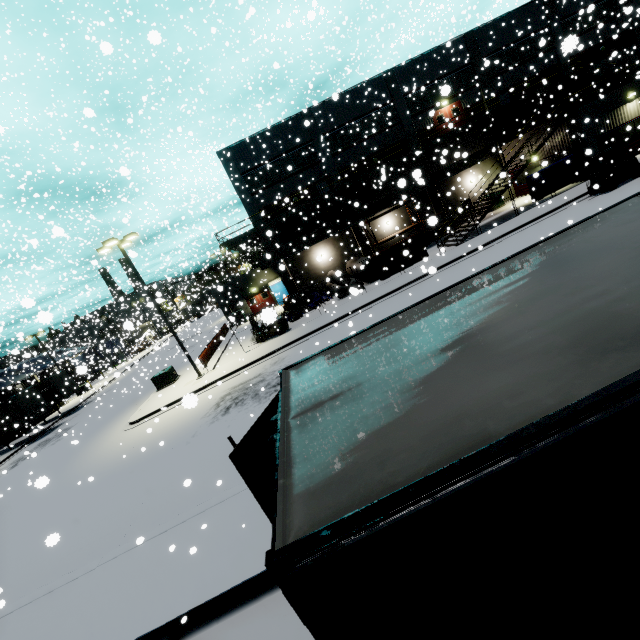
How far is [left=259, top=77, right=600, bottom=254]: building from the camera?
29.22m

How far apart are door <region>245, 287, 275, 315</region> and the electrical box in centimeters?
1419cm

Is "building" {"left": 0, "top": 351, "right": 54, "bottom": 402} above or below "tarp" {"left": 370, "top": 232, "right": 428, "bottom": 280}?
above

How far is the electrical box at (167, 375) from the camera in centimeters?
2372cm

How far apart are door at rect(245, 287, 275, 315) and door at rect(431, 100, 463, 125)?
11.55m

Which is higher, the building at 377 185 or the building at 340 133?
the building at 340 133

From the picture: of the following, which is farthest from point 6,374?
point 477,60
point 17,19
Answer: point 477,60

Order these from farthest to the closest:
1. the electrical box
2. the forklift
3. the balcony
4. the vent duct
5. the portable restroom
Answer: the portable restroom → the vent duct → the balcony → the electrical box → the forklift
